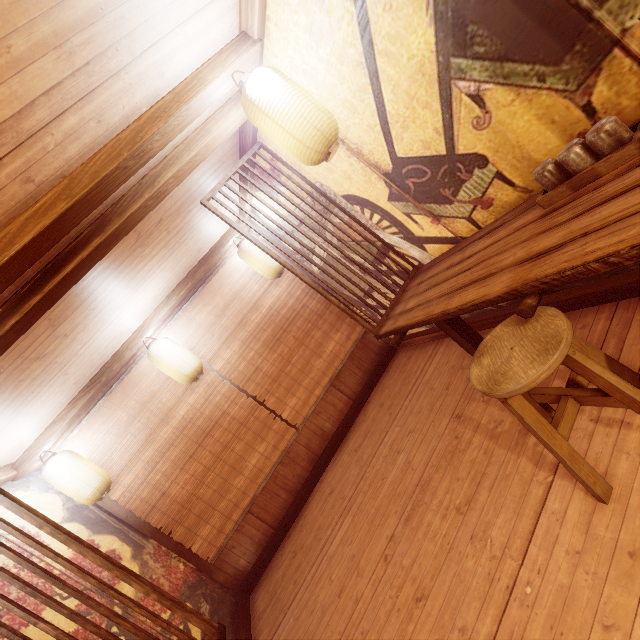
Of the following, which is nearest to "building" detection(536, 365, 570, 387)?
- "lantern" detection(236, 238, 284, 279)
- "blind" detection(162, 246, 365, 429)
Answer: "blind" detection(162, 246, 365, 429)

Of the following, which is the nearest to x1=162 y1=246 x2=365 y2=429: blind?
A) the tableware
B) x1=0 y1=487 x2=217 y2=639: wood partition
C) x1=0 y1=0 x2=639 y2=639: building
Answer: x1=0 y1=0 x2=639 y2=639: building

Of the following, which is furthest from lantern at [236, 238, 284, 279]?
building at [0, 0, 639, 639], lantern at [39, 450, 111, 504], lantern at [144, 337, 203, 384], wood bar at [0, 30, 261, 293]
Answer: lantern at [39, 450, 111, 504]

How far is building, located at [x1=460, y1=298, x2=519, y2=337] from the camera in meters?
5.0

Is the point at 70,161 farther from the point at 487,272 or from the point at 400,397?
the point at 400,397

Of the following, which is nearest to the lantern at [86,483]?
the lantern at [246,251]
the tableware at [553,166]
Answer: the lantern at [246,251]

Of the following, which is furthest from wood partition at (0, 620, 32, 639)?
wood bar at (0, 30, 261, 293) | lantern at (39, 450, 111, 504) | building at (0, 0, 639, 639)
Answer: wood bar at (0, 30, 261, 293)

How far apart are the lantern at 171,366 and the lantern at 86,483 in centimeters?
209cm
